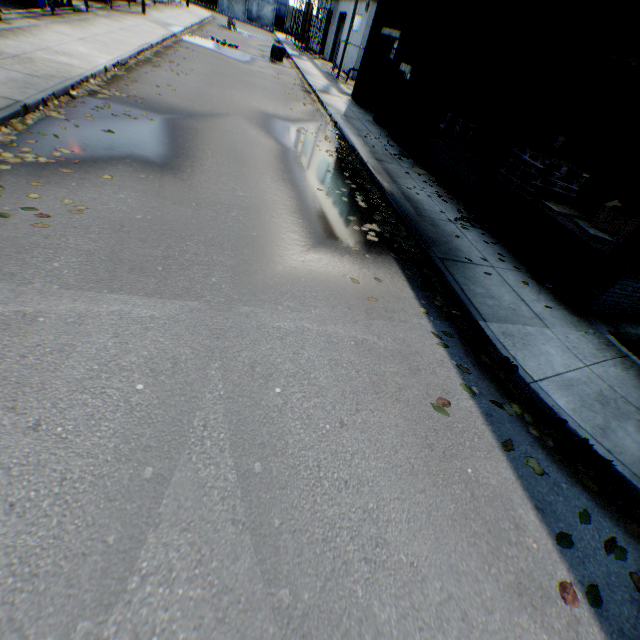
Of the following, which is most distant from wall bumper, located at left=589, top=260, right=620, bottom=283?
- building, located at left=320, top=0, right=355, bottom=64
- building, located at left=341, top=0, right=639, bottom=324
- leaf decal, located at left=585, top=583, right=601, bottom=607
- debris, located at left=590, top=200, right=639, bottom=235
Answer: building, located at left=320, top=0, right=355, bottom=64

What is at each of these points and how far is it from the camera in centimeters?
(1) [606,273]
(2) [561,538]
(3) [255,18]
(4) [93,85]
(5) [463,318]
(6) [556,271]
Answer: (1) wall bumper, 554cm
(2) leaf decal, 296cm
(3) metal gate, 4806cm
(4) leaf decal, 836cm
(5) leaf decal, 515cm
(6) building, 657cm

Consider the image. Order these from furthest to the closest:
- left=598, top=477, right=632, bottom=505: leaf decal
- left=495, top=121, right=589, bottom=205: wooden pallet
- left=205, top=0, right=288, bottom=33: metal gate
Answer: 1. left=205, top=0, right=288, bottom=33: metal gate
2. left=495, top=121, right=589, bottom=205: wooden pallet
3. left=598, top=477, right=632, bottom=505: leaf decal

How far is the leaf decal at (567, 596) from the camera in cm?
258

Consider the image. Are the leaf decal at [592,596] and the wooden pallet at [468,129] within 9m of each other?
no

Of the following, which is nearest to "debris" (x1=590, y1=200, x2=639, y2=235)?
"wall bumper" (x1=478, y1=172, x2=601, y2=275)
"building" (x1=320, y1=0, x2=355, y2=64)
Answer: "wall bumper" (x1=478, y1=172, x2=601, y2=275)

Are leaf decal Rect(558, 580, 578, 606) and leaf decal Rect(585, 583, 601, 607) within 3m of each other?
yes

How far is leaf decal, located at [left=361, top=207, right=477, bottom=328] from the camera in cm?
511
